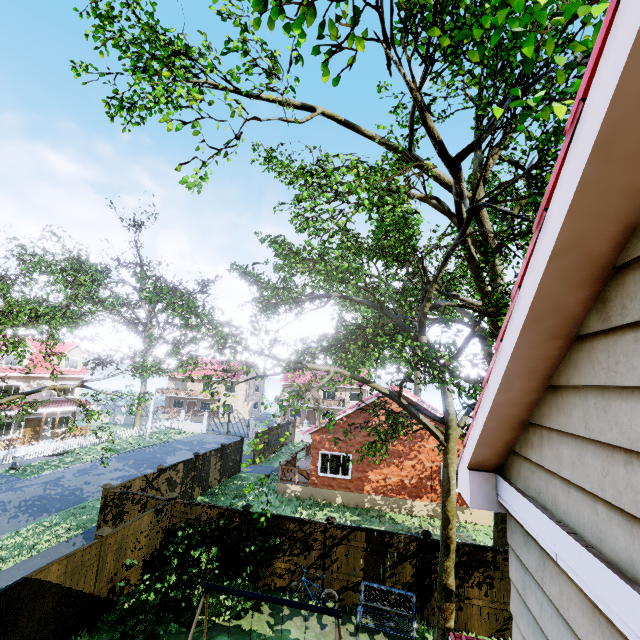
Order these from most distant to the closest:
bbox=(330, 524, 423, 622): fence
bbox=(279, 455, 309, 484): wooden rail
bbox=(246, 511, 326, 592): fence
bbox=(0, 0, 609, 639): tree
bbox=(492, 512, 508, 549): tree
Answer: bbox=(279, 455, 309, 484): wooden rail, bbox=(492, 512, 508, 549): tree, bbox=(246, 511, 326, 592): fence, bbox=(330, 524, 423, 622): fence, bbox=(0, 0, 609, 639): tree

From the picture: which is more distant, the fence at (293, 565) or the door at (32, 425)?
the door at (32, 425)

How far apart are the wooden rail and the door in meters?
23.9 m

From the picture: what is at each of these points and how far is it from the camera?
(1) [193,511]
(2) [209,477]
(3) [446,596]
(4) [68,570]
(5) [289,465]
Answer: (1) fence, 11.8m
(2) fence, 20.0m
(3) tree, 8.3m
(4) fence, 8.1m
(5) wooden rail, 21.6m

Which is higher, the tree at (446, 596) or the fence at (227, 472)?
the tree at (446, 596)

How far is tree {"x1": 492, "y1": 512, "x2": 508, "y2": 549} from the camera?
12.46m

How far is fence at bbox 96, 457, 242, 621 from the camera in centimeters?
962cm
